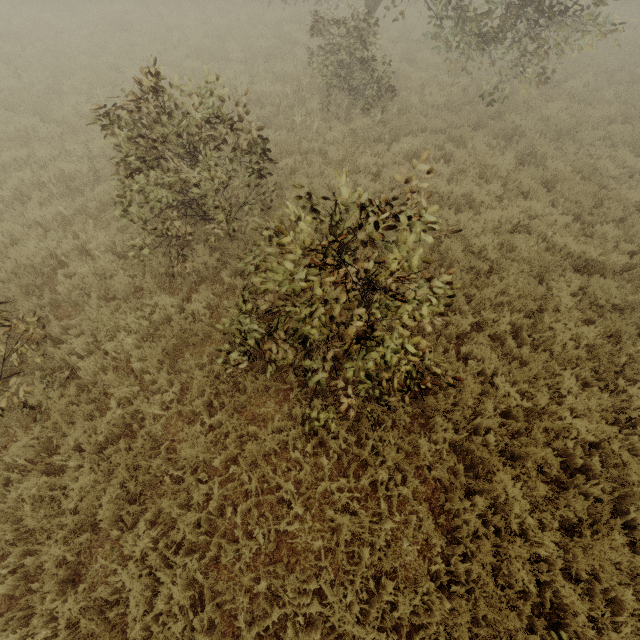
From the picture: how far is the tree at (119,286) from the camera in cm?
581

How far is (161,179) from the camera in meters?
4.6

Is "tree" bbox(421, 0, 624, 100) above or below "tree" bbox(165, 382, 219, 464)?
above

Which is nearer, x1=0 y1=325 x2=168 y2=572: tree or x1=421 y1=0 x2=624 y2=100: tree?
x1=0 y1=325 x2=168 y2=572: tree

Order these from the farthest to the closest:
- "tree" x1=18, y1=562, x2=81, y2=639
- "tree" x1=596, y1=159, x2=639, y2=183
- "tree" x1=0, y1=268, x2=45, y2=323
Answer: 1. "tree" x1=596, y1=159, x2=639, y2=183
2. "tree" x1=0, y1=268, x2=45, y2=323
3. "tree" x1=18, y1=562, x2=81, y2=639

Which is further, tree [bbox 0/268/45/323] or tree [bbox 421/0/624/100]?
tree [bbox 421/0/624/100]

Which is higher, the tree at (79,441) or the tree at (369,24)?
the tree at (369,24)
